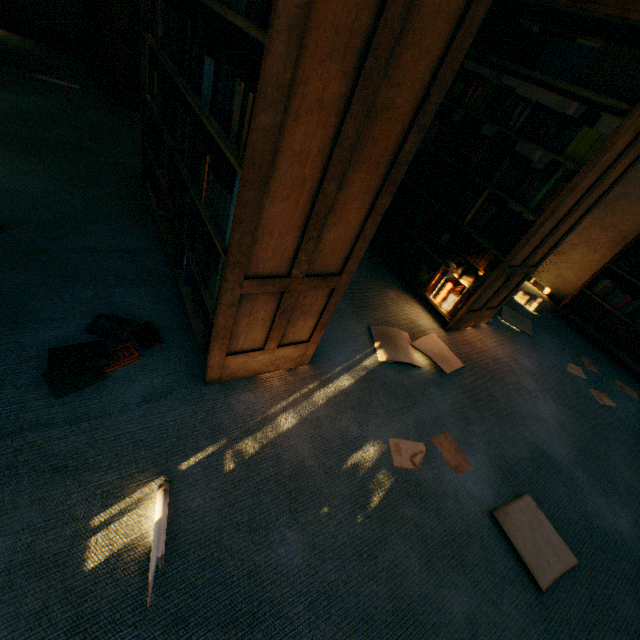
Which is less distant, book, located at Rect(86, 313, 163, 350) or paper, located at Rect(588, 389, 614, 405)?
book, located at Rect(86, 313, 163, 350)

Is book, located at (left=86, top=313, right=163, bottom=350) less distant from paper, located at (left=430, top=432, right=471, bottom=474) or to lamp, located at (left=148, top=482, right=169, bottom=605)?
lamp, located at (left=148, top=482, right=169, bottom=605)

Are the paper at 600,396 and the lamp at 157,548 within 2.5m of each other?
no

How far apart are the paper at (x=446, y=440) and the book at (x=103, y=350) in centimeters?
156cm

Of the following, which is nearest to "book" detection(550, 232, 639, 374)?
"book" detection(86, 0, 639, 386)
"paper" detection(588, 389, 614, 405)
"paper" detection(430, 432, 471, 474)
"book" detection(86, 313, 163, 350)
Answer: "paper" detection(588, 389, 614, 405)

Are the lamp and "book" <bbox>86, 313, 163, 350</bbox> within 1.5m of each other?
yes

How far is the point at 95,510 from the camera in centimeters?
111cm

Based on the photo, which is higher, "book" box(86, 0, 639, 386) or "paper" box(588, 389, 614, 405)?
"book" box(86, 0, 639, 386)
